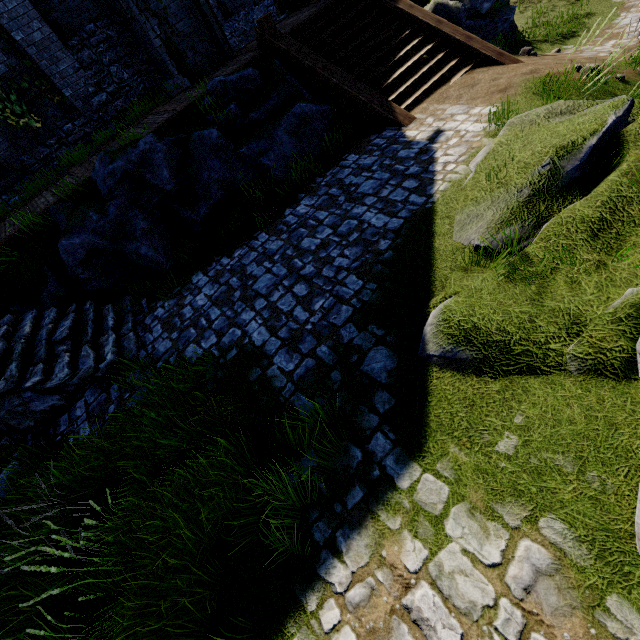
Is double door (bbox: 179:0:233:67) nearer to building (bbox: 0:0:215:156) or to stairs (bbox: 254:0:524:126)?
building (bbox: 0:0:215:156)

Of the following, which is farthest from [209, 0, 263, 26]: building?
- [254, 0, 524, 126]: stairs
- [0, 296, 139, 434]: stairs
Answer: [0, 296, 139, 434]: stairs

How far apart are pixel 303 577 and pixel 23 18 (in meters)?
15.07

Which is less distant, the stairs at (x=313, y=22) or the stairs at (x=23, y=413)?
the stairs at (x=23, y=413)

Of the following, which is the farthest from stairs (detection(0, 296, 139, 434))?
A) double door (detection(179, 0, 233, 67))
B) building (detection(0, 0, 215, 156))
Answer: double door (detection(179, 0, 233, 67))

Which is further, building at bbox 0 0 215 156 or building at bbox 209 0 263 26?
building at bbox 209 0 263 26

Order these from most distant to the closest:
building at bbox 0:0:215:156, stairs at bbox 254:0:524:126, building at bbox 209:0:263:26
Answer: building at bbox 209:0:263:26 < building at bbox 0:0:215:156 < stairs at bbox 254:0:524:126

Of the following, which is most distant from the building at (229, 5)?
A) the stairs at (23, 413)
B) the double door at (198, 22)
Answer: the stairs at (23, 413)
